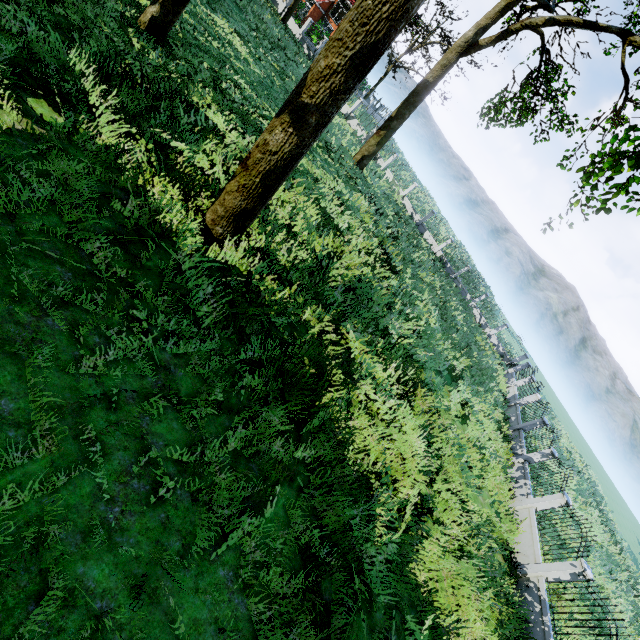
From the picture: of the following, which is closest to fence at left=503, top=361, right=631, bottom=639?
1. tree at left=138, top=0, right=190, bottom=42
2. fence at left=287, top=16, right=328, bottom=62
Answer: tree at left=138, top=0, right=190, bottom=42

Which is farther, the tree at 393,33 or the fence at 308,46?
the fence at 308,46

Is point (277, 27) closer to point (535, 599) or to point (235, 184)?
point (235, 184)

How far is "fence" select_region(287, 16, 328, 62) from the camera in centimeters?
3148cm

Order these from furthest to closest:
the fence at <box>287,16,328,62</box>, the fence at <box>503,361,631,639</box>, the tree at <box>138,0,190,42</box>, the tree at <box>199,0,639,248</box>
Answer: the fence at <box>287,16,328,62</box> < the tree at <box>138,0,190,42</box> < the fence at <box>503,361,631,639</box> < the tree at <box>199,0,639,248</box>

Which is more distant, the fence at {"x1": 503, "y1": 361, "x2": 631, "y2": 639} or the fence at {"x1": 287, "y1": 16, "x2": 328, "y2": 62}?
the fence at {"x1": 287, "y1": 16, "x2": 328, "y2": 62}

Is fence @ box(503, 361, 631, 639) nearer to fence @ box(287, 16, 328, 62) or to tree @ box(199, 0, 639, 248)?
tree @ box(199, 0, 639, 248)

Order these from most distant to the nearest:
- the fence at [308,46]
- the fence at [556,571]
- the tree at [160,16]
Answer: the fence at [308,46] < the tree at [160,16] < the fence at [556,571]
